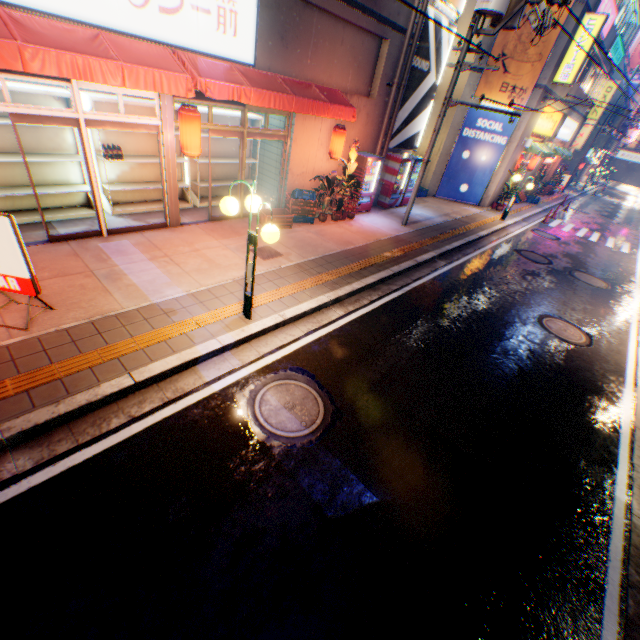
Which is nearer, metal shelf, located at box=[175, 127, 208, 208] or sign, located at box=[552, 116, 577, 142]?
metal shelf, located at box=[175, 127, 208, 208]

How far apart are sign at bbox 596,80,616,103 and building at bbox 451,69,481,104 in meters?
17.3 m

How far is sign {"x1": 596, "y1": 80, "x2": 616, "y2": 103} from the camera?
24.05m

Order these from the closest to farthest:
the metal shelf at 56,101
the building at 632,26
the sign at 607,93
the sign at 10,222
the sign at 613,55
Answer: the sign at 10,222, the metal shelf at 56,101, the building at 632,26, the sign at 613,55, the sign at 607,93

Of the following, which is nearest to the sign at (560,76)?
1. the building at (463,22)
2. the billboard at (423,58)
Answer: the building at (463,22)

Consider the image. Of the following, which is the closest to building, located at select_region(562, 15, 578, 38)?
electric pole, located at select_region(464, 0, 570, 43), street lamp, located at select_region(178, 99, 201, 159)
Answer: electric pole, located at select_region(464, 0, 570, 43)

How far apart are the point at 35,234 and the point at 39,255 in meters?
1.0

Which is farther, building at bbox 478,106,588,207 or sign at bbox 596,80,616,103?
sign at bbox 596,80,616,103
